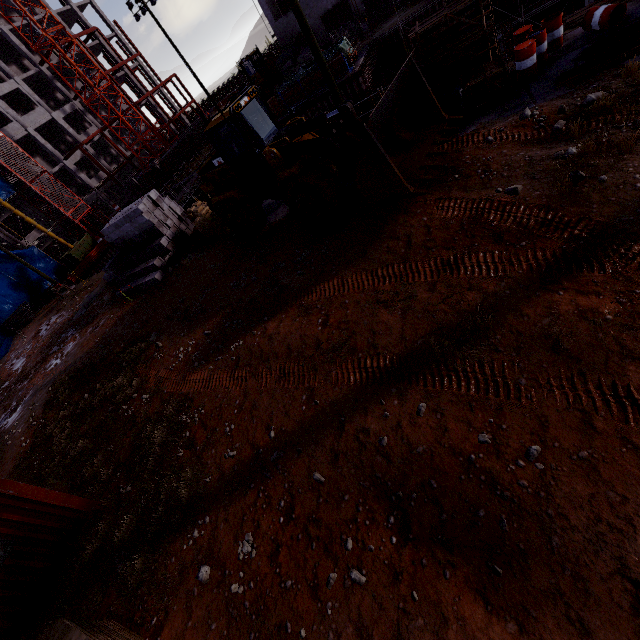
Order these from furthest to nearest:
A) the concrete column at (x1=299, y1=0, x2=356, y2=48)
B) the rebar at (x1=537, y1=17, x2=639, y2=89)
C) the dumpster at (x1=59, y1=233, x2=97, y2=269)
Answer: the dumpster at (x1=59, y1=233, x2=97, y2=269), the concrete column at (x1=299, y1=0, x2=356, y2=48), the rebar at (x1=537, y1=17, x2=639, y2=89)

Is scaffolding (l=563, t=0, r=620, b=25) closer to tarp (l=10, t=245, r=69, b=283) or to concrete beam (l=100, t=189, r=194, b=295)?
concrete beam (l=100, t=189, r=194, b=295)

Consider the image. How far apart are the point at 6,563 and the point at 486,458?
9.98m

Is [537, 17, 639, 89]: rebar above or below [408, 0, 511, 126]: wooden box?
below

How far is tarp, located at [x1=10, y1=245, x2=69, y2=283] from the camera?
31.64m

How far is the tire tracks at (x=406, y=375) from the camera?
5.09m

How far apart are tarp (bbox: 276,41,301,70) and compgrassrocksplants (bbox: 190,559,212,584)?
37.5m

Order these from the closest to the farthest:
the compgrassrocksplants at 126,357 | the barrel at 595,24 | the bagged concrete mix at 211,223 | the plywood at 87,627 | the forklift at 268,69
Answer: the plywood at 87,627 → the compgrassrocksplants at 126,357 → the barrel at 595,24 → the bagged concrete mix at 211,223 → the forklift at 268,69
